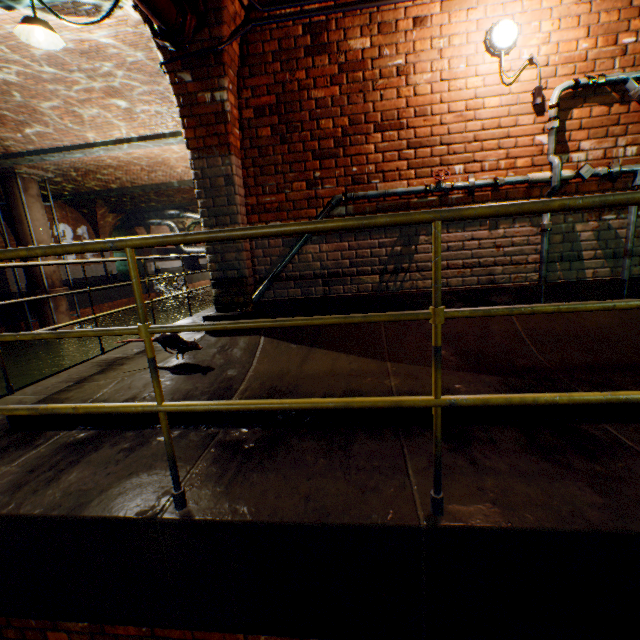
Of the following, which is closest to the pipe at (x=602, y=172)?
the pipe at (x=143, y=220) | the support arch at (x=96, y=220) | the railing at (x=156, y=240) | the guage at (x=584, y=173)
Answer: the guage at (x=584, y=173)

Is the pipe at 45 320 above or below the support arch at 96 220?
below

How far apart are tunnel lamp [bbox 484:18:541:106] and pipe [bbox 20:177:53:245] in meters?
14.8

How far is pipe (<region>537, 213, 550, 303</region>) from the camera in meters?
3.1

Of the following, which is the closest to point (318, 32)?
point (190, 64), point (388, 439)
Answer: point (190, 64)

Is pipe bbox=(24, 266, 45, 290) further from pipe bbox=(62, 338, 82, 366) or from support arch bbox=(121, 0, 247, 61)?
support arch bbox=(121, 0, 247, 61)

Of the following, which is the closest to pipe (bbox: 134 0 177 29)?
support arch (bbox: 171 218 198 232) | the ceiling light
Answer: the ceiling light

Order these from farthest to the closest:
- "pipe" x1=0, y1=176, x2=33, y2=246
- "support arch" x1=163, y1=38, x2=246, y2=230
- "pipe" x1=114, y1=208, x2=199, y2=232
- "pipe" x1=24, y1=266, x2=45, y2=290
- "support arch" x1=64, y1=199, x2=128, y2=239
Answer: "pipe" x1=114, y1=208, x2=199, y2=232 < "support arch" x1=64, y1=199, x2=128, y2=239 < "pipe" x1=24, y1=266, x2=45, y2=290 < "pipe" x1=0, y1=176, x2=33, y2=246 < "support arch" x1=163, y1=38, x2=246, y2=230
